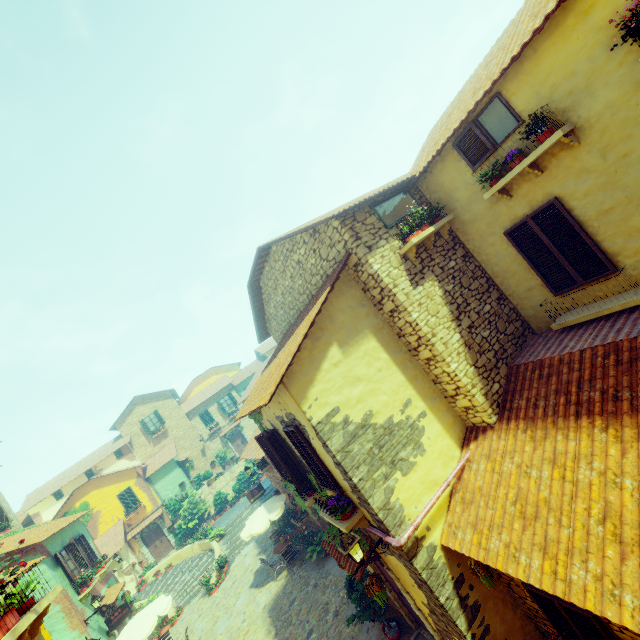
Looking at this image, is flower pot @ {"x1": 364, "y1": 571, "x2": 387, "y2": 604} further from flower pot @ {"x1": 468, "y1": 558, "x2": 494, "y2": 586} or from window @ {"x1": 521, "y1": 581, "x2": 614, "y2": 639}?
window @ {"x1": 521, "y1": 581, "x2": 614, "y2": 639}

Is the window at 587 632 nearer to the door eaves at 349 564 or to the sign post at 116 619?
the door eaves at 349 564

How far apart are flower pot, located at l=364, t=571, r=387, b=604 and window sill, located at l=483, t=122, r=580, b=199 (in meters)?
8.28

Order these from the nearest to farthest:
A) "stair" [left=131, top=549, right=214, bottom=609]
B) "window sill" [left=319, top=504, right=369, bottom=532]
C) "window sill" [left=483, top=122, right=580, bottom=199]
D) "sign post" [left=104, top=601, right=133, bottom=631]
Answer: "window sill" [left=483, top=122, right=580, bottom=199], "window sill" [left=319, top=504, right=369, bottom=532], "sign post" [left=104, top=601, right=133, bottom=631], "stair" [left=131, top=549, right=214, bottom=609]

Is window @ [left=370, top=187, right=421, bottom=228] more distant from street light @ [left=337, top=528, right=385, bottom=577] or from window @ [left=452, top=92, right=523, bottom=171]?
street light @ [left=337, top=528, right=385, bottom=577]

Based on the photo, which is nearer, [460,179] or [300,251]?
[460,179]

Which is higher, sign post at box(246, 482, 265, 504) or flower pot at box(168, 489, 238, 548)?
sign post at box(246, 482, 265, 504)

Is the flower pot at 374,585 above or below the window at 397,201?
below
